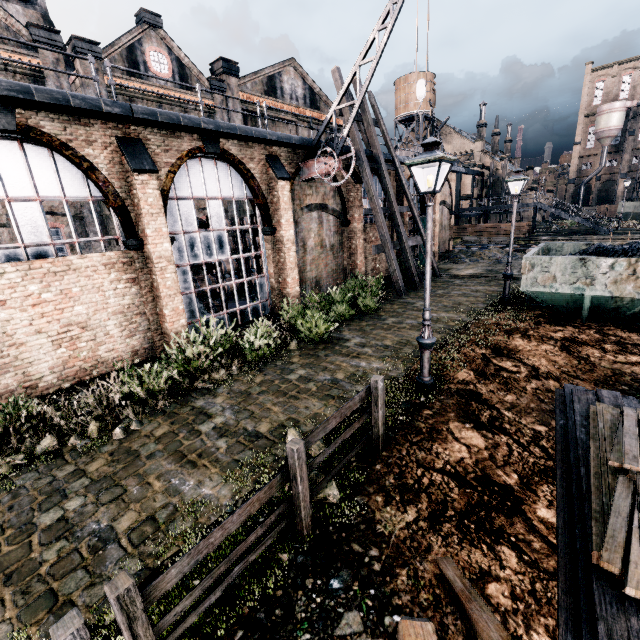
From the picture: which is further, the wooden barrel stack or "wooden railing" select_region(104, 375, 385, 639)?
the wooden barrel stack

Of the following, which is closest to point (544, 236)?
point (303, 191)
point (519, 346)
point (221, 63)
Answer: point (303, 191)

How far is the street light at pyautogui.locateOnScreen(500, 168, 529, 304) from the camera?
13.09m

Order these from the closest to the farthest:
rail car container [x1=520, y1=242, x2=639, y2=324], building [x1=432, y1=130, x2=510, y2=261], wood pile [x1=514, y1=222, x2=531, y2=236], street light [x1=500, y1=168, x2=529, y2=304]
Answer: rail car container [x1=520, y1=242, x2=639, y2=324], street light [x1=500, y1=168, x2=529, y2=304], building [x1=432, y1=130, x2=510, y2=261], wood pile [x1=514, y1=222, x2=531, y2=236]

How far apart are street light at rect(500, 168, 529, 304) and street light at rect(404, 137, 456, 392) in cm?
881

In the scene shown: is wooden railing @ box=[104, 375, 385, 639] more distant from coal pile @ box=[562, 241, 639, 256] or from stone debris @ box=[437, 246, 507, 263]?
stone debris @ box=[437, 246, 507, 263]

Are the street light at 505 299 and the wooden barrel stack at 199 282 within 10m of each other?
no

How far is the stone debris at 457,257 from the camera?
26.92m
